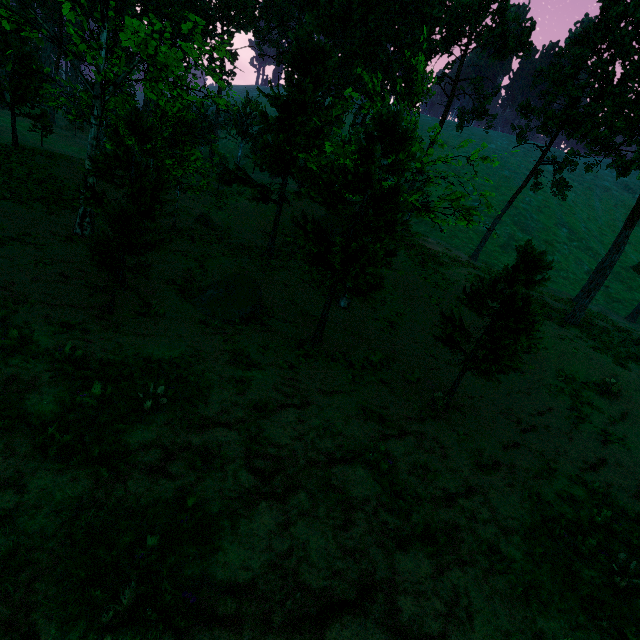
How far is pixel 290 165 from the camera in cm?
1898

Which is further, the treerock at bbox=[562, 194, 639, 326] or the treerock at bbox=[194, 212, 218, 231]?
the treerock at bbox=[194, 212, 218, 231]

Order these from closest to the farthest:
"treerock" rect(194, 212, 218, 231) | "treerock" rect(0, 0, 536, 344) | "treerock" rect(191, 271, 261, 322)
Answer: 1. "treerock" rect(0, 0, 536, 344)
2. "treerock" rect(191, 271, 261, 322)
3. "treerock" rect(194, 212, 218, 231)

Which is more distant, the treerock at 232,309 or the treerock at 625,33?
the treerock at 625,33

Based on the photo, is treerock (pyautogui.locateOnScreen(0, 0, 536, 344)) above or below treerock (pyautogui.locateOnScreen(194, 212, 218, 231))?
above

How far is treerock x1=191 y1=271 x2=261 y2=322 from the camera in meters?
12.8
